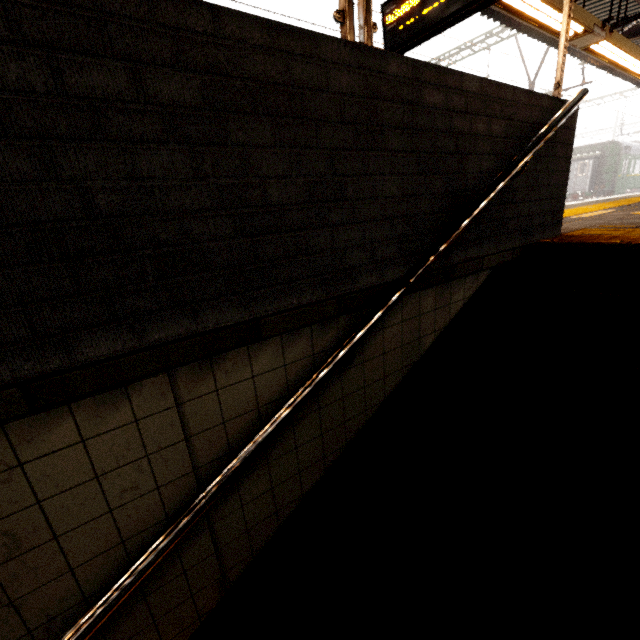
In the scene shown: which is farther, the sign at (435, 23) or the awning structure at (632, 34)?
the awning structure at (632, 34)

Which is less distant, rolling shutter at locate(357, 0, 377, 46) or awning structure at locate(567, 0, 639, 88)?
rolling shutter at locate(357, 0, 377, 46)

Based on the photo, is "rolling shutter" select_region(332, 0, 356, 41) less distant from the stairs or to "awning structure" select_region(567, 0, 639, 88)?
the stairs

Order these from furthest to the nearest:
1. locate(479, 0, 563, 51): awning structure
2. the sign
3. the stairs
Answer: locate(479, 0, 563, 51): awning structure
the sign
the stairs

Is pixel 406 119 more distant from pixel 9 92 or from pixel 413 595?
pixel 413 595

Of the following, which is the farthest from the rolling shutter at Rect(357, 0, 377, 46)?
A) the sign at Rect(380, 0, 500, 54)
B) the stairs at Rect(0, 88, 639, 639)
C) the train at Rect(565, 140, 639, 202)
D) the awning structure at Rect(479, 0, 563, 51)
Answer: the train at Rect(565, 140, 639, 202)

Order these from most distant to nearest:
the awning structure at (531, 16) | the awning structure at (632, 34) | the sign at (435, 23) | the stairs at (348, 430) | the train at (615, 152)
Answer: the train at (615, 152) < the awning structure at (632, 34) < the awning structure at (531, 16) < the sign at (435, 23) < the stairs at (348, 430)

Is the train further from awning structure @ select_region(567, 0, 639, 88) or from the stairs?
the stairs
